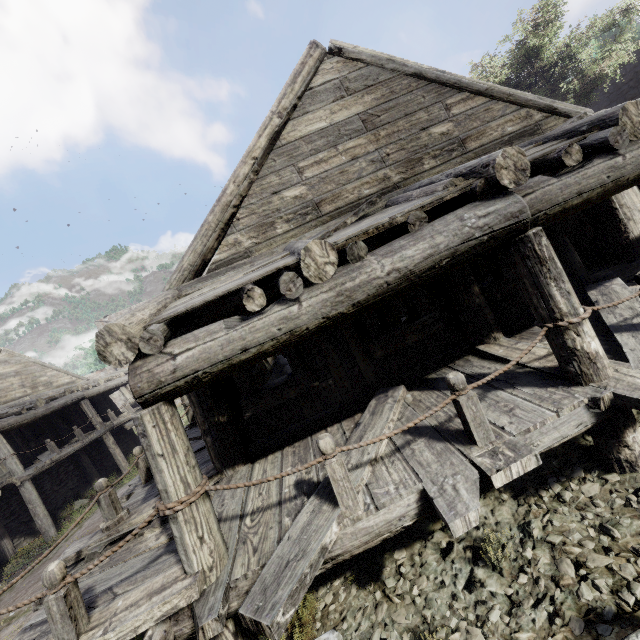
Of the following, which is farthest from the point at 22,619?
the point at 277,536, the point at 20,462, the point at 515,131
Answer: the point at 515,131
